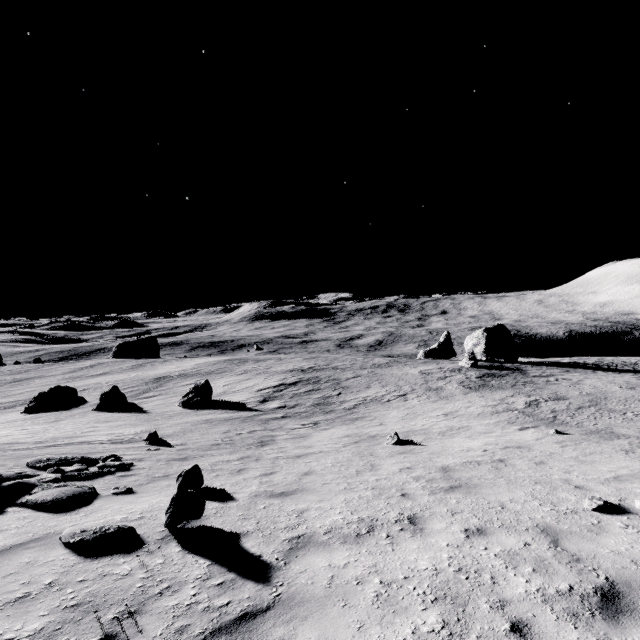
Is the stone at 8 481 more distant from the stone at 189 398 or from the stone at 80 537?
the stone at 189 398

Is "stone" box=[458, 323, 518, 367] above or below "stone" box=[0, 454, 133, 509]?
below

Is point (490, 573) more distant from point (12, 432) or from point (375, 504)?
point (12, 432)

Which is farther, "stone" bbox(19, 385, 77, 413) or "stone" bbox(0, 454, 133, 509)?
"stone" bbox(19, 385, 77, 413)

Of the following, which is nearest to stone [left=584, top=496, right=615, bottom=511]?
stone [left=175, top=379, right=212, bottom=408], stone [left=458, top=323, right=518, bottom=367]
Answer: stone [left=175, top=379, right=212, bottom=408]

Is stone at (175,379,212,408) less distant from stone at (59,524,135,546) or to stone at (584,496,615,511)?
stone at (59,524,135,546)

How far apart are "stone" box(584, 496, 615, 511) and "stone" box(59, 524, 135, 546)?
8.2 meters

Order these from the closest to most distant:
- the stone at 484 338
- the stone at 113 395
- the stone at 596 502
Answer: the stone at 596 502 < the stone at 113 395 < the stone at 484 338
